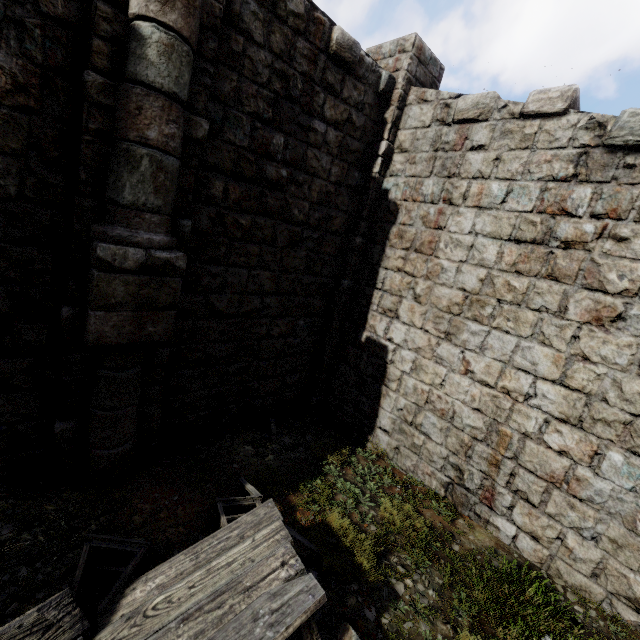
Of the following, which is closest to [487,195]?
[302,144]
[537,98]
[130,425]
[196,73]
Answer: [537,98]

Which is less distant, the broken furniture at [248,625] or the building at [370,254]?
the broken furniture at [248,625]

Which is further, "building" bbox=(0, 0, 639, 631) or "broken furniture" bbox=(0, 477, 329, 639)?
"building" bbox=(0, 0, 639, 631)
